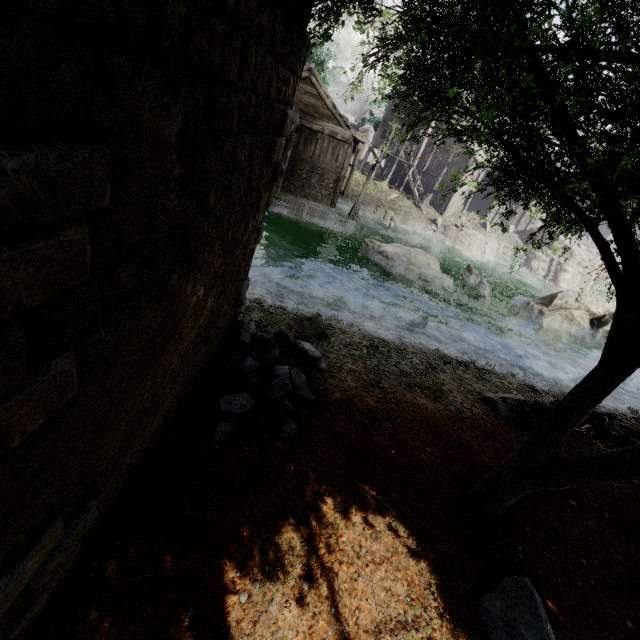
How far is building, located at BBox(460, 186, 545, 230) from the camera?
39.91m

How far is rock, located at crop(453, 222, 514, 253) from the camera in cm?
3456

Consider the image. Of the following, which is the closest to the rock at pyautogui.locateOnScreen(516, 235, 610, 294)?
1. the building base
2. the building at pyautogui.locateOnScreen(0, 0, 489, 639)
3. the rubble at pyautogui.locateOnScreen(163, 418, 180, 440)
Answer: the building at pyautogui.locateOnScreen(0, 0, 489, 639)

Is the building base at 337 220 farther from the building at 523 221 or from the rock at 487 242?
the rock at 487 242

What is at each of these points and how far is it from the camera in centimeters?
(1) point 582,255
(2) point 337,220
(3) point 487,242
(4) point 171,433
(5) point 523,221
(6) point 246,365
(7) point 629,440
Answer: (1) rock, 3684cm
(2) building base, 2664cm
(3) rock, 3497cm
(4) rubble, 521cm
(5) building, 4225cm
(6) rubble, 666cm
(7) rubble, 997cm

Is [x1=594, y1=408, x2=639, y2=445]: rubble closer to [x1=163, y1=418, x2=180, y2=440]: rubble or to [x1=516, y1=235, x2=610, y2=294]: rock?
[x1=163, y1=418, x2=180, y2=440]: rubble

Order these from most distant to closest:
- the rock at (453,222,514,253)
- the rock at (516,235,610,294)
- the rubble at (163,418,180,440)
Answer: the rock at (516,235,610,294)
the rock at (453,222,514,253)
the rubble at (163,418,180,440)

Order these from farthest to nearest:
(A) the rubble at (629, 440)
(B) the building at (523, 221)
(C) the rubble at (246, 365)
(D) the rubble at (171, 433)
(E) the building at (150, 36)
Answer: (B) the building at (523, 221) → (A) the rubble at (629, 440) → (C) the rubble at (246, 365) → (D) the rubble at (171, 433) → (E) the building at (150, 36)
